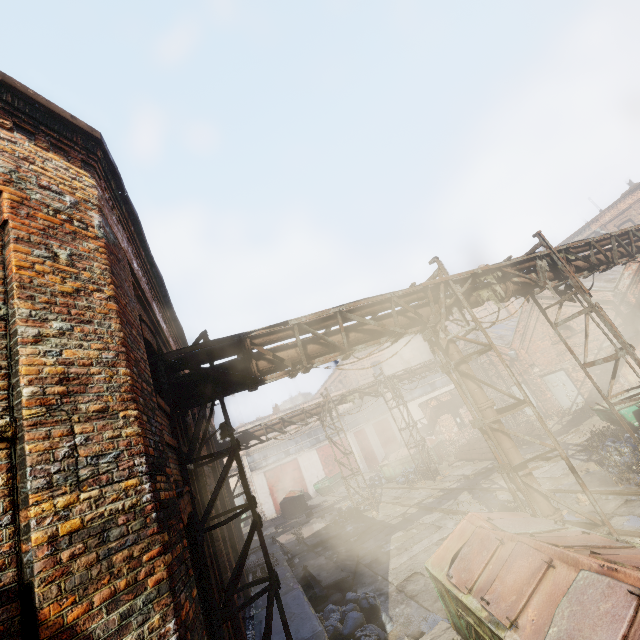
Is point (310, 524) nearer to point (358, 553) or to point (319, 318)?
point (358, 553)

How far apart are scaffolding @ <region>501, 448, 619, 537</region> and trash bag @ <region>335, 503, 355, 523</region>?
12.2 meters

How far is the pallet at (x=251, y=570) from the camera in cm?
1075

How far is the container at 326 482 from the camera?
30.28m

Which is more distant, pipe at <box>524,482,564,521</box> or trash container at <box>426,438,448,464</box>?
trash container at <box>426,438,448,464</box>

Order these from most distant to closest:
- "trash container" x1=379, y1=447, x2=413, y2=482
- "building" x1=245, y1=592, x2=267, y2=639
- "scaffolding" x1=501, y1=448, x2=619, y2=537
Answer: "trash container" x1=379, y1=447, x2=413, y2=482 < "building" x1=245, y1=592, x2=267, y2=639 < "scaffolding" x1=501, y1=448, x2=619, y2=537

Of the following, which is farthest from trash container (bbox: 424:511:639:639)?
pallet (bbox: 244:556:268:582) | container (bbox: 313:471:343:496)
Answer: container (bbox: 313:471:343:496)

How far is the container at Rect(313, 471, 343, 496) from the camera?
30.3 meters
